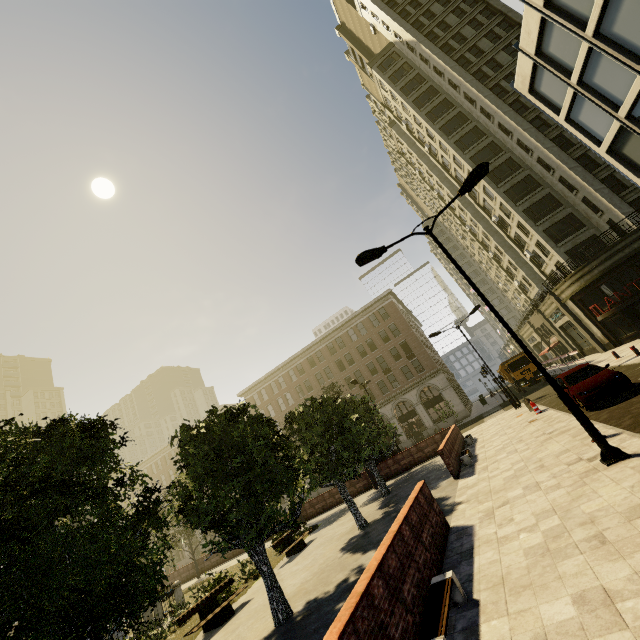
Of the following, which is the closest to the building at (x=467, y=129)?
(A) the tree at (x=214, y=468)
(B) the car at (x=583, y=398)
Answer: (A) the tree at (x=214, y=468)

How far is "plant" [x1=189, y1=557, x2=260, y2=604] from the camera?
13.5 meters

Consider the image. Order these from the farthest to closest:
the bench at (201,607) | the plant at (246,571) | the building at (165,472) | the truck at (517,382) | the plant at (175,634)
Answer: the building at (165,472), the truck at (517,382), the plant at (246,571), the plant at (175,634), the bench at (201,607)

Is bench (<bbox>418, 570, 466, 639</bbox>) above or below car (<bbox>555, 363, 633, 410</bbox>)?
below

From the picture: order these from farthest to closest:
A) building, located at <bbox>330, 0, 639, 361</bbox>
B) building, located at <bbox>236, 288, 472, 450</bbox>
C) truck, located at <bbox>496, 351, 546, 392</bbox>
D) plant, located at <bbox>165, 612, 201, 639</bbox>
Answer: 1. building, located at <bbox>236, 288, 472, 450</bbox>
2. truck, located at <bbox>496, 351, 546, 392</bbox>
3. building, located at <bbox>330, 0, 639, 361</bbox>
4. plant, located at <bbox>165, 612, 201, 639</bbox>

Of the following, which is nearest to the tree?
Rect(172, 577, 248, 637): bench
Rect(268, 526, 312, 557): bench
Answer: Rect(172, 577, 248, 637): bench

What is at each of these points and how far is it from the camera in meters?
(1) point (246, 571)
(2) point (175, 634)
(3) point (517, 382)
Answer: (1) plant, 17.4
(2) plant, 12.6
(3) truck, 32.0

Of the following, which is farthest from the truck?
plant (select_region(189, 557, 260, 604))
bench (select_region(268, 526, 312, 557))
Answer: bench (select_region(268, 526, 312, 557))
